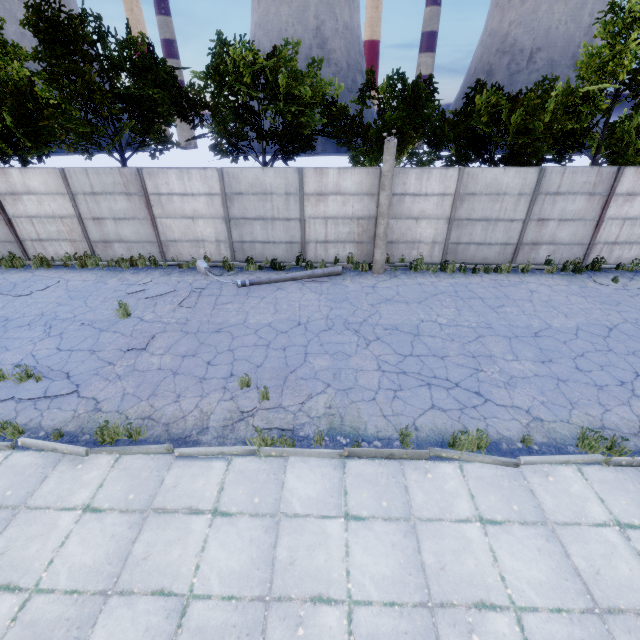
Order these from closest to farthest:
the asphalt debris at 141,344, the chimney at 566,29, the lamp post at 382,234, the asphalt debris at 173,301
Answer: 1. the asphalt debris at 141,344
2. the asphalt debris at 173,301
3. the lamp post at 382,234
4. the chimney at 566,29

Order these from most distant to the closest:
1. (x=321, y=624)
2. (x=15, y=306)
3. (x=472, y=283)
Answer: (x=472, y=283) → (x=15, y=306) → (x=321, y=624)

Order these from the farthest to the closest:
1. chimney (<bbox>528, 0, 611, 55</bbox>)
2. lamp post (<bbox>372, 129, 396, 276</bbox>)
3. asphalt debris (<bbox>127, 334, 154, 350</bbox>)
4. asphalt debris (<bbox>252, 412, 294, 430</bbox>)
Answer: chimney (<bbox>528, 0, 611, 55</bbox>), lamp post (<bbox>372, 129, 396, 276</bbox>), asphalt debris (<bbox>127, 334, 154, 350</bbox>), asphalt debris (<bbox>252, 412, 294, 430</bbox>)

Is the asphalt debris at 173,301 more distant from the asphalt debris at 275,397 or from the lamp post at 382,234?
the lamp post at 382,234

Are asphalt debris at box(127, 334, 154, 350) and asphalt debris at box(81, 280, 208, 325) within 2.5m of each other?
yes

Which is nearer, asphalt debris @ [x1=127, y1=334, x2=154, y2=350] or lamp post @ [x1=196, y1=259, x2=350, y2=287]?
asphalt debris @ [x1=127, y1=334, x2=154, y2=350]

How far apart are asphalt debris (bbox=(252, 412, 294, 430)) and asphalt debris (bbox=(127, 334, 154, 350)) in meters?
2.9 m

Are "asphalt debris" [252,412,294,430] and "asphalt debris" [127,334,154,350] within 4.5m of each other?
yes
